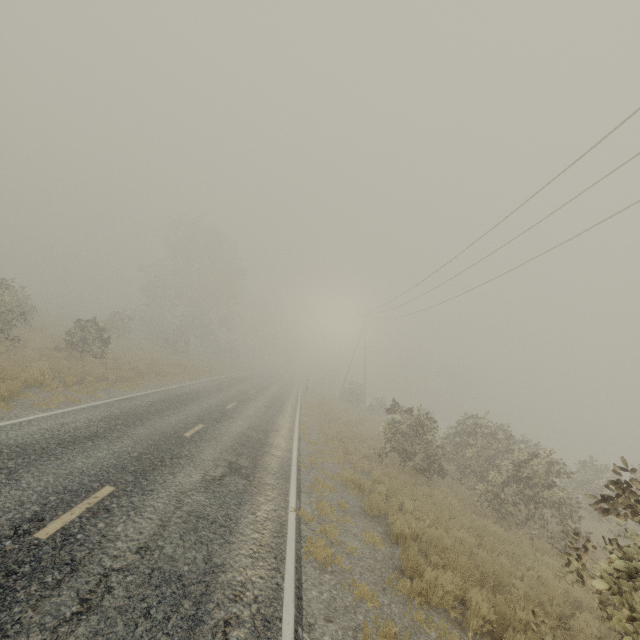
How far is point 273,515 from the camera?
7.1m
